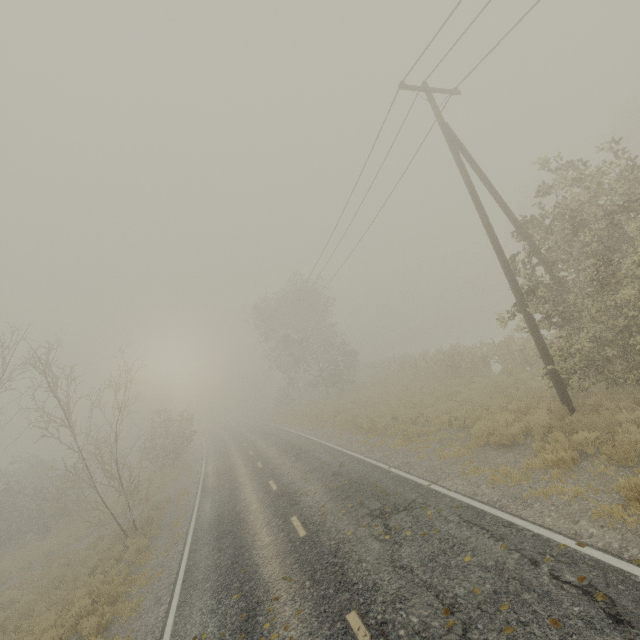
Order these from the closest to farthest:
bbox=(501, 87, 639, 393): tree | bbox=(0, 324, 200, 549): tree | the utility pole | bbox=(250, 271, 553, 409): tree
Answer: bbox=(501, 87, 639, 393): tree, the utility pole, bbox=(0, 324, 200, 549): tree, bbox=(250, 271, 553, 409): tree

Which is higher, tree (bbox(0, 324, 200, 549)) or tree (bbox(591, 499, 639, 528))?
tree (bbox(0, 324, 200, 549))

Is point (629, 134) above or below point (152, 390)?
above

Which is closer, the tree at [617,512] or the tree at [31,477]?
the tree at [617,512]

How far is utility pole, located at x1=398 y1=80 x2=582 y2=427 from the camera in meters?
9.8

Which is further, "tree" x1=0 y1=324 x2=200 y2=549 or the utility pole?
"tree" x1=0 y1=324 x2=200 y2=549

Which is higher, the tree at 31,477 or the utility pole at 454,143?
the utility pole at 454,143
